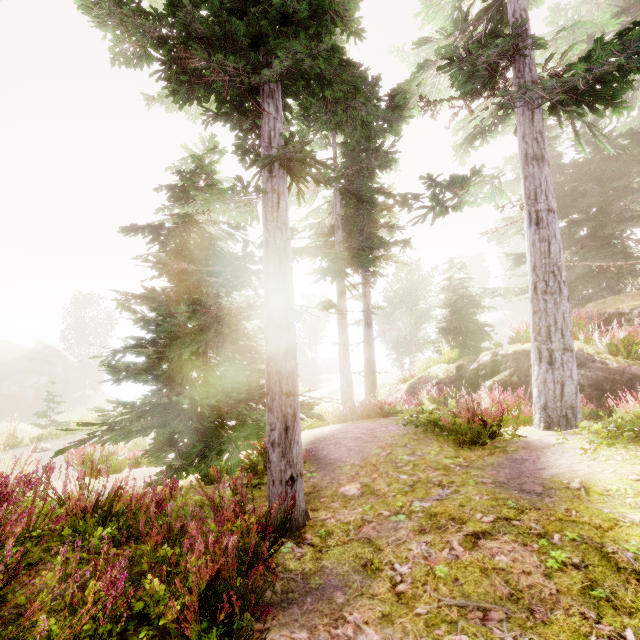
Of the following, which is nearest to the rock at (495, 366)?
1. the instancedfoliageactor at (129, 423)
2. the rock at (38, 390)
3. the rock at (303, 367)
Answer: the instancedfoliageactor at (129, 423)

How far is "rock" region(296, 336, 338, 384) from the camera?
39.9 meters

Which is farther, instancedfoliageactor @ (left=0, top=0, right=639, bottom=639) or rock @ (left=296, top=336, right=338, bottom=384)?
rock @ (left=296, top=336, right=338, bottom=384)

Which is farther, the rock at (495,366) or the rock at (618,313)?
the rock at (495,366)

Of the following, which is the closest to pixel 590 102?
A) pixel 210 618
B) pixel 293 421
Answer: pixel 293 421

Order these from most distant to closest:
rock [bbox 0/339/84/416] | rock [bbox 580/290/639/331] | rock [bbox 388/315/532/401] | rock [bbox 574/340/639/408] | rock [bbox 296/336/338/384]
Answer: rock [bbox 296/336/338/384]
rock [bbox 0/339/84/416]
rock [bbox 388/315/532/401]
rock [bbox 580/290/639/331]
rock [bbox 574/340/639/408]

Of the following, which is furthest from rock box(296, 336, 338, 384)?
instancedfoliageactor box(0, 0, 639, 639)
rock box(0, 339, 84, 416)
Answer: rock box(0, 339, 84, 416)

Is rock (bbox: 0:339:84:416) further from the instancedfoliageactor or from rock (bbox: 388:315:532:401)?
rock (bbox: 388:315:532:401)
